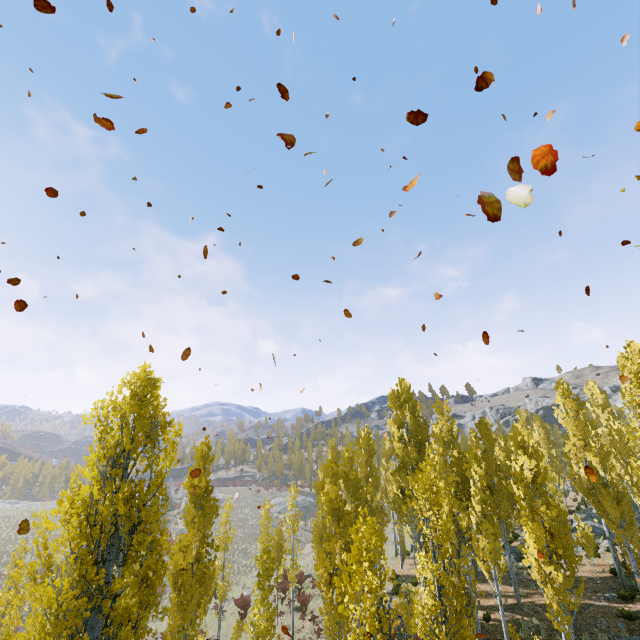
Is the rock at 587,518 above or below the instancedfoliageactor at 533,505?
below

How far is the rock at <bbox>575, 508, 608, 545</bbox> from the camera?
27.2m

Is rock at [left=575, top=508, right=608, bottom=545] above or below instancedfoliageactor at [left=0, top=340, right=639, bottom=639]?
below

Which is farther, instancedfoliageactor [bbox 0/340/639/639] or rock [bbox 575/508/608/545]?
rock [bbox 575/508/608/545]

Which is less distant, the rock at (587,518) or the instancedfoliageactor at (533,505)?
the instancedfoliageactor at (533,505)

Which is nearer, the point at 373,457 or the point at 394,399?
the point at 373,457
